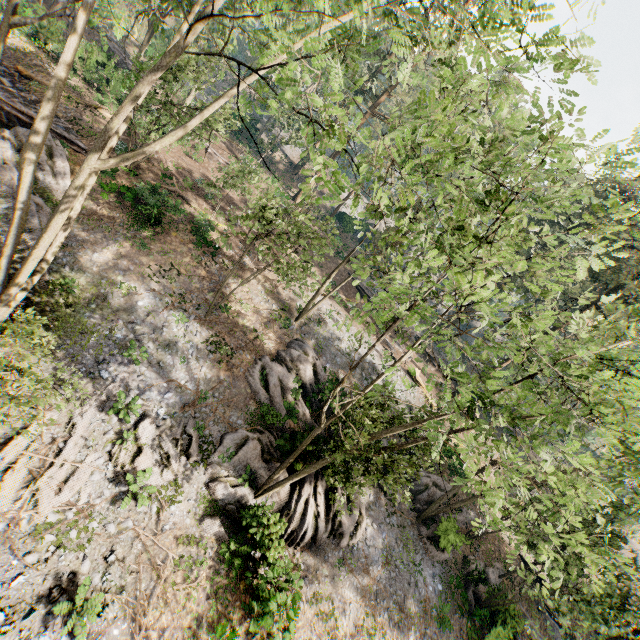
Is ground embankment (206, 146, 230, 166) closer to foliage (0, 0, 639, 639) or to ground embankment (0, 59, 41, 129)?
foliage (0, 0, 639, 639)

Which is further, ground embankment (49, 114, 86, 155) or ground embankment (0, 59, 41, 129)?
ground embankment (49, 114, 86, 155)

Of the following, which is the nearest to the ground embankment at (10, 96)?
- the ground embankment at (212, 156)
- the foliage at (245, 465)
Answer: the foliage at (245, 465)

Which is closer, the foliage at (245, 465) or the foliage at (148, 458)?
the foliage at (245, 465)

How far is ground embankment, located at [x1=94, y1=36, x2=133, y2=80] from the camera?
25.29m

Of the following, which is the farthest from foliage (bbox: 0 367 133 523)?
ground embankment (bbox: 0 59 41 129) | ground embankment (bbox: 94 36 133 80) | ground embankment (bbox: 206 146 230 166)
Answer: ground embankment (bbox: 94 36 133 80)

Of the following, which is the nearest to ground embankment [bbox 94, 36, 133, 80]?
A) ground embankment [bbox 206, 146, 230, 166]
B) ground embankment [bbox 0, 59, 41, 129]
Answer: ground embankment [bbox 206, 146, 230, 166]

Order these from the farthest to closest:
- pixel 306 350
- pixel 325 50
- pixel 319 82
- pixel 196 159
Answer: pixel 325 50
pixel 196 159
pixel 306 350
pixel 319 82
